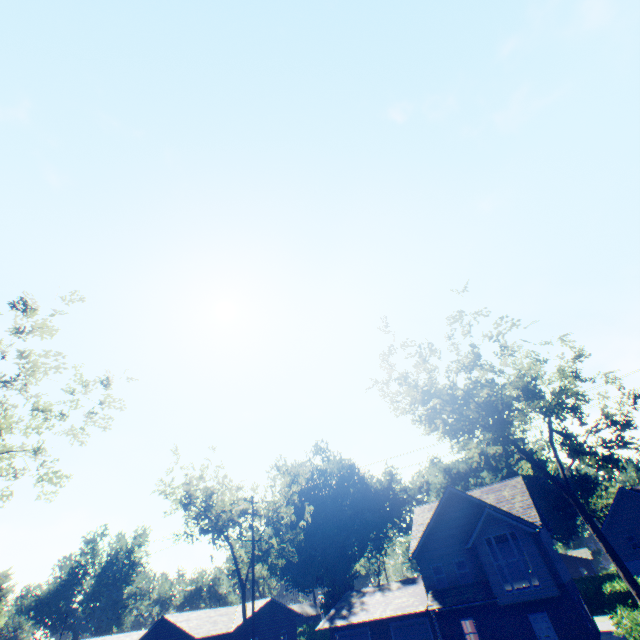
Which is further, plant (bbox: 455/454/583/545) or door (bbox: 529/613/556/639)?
plant (bbox: 455/454/583/545)

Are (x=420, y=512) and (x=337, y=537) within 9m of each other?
no

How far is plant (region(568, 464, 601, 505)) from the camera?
54.94m

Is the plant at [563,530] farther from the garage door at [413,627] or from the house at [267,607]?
the garage door at [413,627]

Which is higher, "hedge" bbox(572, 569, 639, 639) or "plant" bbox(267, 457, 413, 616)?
"plant" bbox(267, 457, 413, 616)

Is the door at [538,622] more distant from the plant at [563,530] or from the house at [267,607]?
the plant at [563,530]

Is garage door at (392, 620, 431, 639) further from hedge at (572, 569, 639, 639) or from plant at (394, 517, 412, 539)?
plant at (394, 517, 412, 539)

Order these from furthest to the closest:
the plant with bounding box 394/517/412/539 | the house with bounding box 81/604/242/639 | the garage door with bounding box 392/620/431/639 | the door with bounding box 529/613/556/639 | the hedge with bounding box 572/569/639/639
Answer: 1. the plant with bounding box 394/517/412/539
2. the house with bounding box 81/604/242/639
3. the garage door with bounding box 392/620/431/639
4. the door with bounding box 529/613/556/639
5. the hedge with bounding box 572/569/639/639
